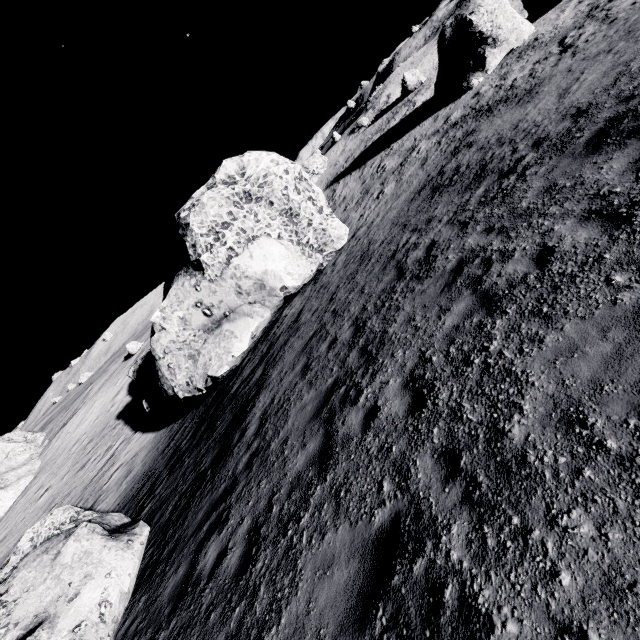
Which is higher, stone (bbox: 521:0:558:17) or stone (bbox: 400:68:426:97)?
stone (bbox: 400:68:426:97)

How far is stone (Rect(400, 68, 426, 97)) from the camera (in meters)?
34.31

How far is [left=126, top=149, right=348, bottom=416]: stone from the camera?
15.2m

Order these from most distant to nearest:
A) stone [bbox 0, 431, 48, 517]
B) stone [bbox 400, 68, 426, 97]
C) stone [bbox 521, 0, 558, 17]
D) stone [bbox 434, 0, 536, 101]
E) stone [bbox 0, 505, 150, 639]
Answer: stone [bbox 0, 431, 48, 517] < stone [bbox 400, 68, 426, 97] < stone [bbox 521, 0, 558, 17] < stone [bbox 434, 0, 536, 101] < stone [bbox 0, 505, 150, 639]

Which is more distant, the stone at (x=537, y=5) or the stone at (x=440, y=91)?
the stone at (x=537, y=5)

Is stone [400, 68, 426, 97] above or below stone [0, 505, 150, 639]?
above

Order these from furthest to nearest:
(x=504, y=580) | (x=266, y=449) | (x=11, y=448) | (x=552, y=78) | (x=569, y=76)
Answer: (x=11, y=448) < (x=552, y=78) < (x=569, y=76) < (x=266, y=449) < (x=504, y=580)

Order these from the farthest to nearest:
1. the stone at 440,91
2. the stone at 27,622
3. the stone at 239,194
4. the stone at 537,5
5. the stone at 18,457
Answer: the stone at 18,457 → the stone at 537,5 → the stone at 440,91 → the stone at 239,194 → the stone at 27,622
